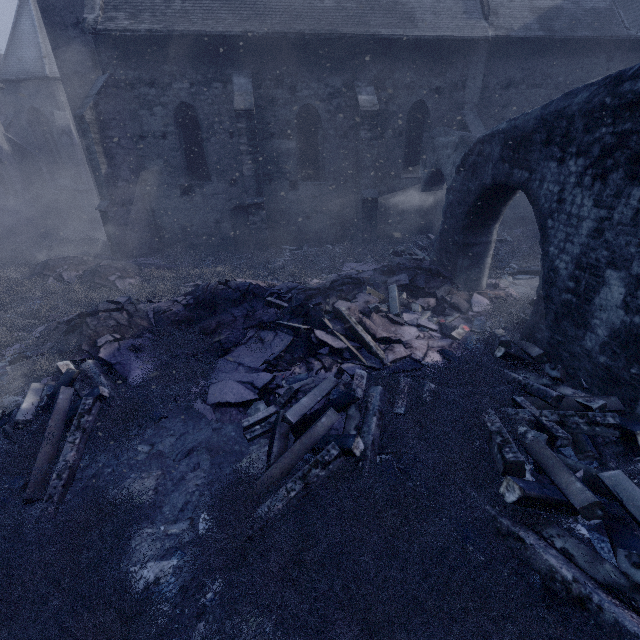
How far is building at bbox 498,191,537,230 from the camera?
14.89m

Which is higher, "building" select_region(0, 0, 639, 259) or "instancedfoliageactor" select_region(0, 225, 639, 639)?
"building" select_region(0, 0, 639, 259)

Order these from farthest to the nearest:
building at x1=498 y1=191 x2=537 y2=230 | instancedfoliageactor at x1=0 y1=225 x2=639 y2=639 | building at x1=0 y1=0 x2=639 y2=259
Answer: building at x1=498 y1=191 x2=537 y2=230
building at x1=0 y1=0 x2=639 y2=259
instancedfoliageactor at x1=0 y1=225 x2=639 y2=639

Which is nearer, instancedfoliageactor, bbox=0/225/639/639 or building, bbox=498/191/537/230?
instancedfoliageactor, bbox=0/225/639/639

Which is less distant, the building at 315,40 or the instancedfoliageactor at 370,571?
the instancedfoliageactor at 370,571

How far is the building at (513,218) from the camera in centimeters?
1489cm

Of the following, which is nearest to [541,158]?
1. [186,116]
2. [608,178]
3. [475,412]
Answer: [608,178]
